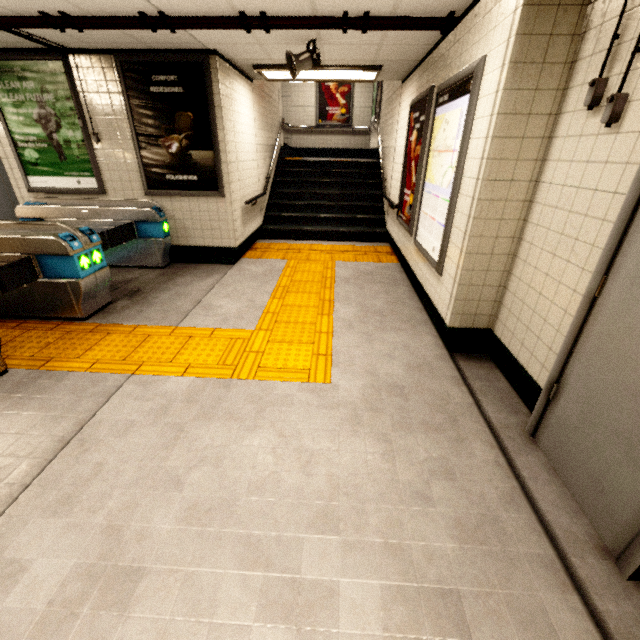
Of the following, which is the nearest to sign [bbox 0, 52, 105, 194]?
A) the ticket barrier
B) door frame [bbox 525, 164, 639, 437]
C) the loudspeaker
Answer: the ticket barrier

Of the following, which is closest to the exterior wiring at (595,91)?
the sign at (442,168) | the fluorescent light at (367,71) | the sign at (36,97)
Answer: the sign at (442,168)

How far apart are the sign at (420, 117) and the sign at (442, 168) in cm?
25

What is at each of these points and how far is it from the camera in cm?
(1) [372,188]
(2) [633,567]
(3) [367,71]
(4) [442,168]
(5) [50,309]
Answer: (1) stairs, 837
(2) door frame, 152
(3) fluorescent light, 495
(4) sign, 336
(5) ticket barrier, 373

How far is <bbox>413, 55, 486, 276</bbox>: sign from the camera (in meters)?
2.71

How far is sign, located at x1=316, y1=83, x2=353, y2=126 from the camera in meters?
11.1 m

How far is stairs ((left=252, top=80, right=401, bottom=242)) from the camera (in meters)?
7.02

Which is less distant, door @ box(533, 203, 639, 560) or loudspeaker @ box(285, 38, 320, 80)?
door @ box(533, 203, 639, 560)
